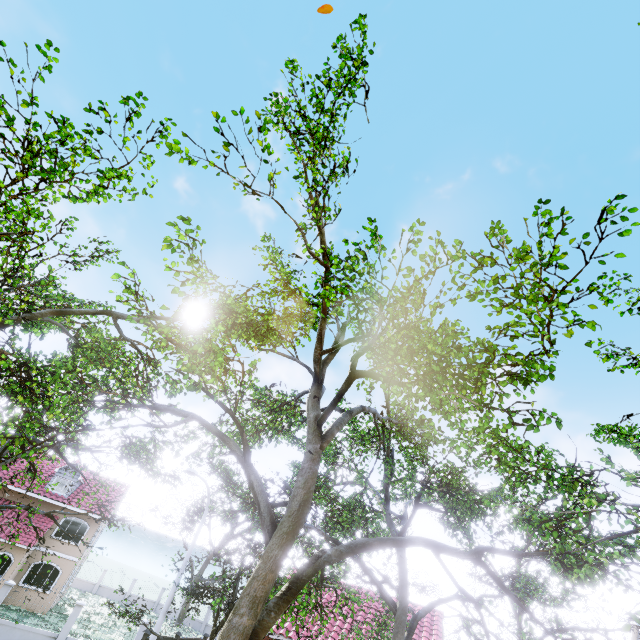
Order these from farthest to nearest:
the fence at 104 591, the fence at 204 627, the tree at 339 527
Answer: the fence at 104 591, the fence at 204 627, the tree at 339 527

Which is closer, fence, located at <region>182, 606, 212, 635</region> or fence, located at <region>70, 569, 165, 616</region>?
fence, located at <region>182, 606, 212, 635</region>

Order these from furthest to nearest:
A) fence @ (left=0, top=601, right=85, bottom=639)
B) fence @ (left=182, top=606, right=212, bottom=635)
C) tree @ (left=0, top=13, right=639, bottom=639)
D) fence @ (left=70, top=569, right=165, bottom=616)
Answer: fence @ (left=70, top=569, right=165, bottom=616)
fence @ (left=182, top=606, right=212, bottom=635)
fence @ (left=0, top=601, right=85, bottom=639)
tree @ (left=0, top=13, right=639, bottom=639)

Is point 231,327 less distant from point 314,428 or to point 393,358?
point 314,428

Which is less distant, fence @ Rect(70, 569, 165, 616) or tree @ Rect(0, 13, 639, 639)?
tree @ Rect(0, 13, 639, 639)

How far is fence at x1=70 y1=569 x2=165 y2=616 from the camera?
35.69m

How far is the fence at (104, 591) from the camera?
35.7m

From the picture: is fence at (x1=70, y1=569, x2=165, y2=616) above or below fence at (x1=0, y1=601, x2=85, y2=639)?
below
